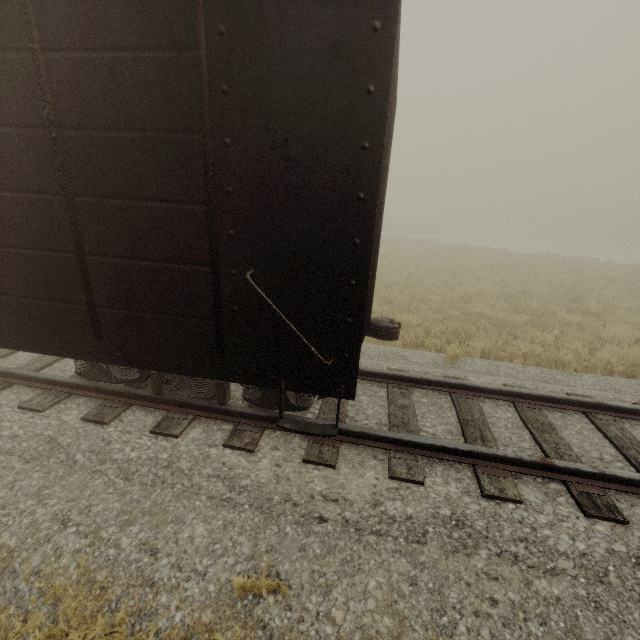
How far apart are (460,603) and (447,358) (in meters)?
4.62
